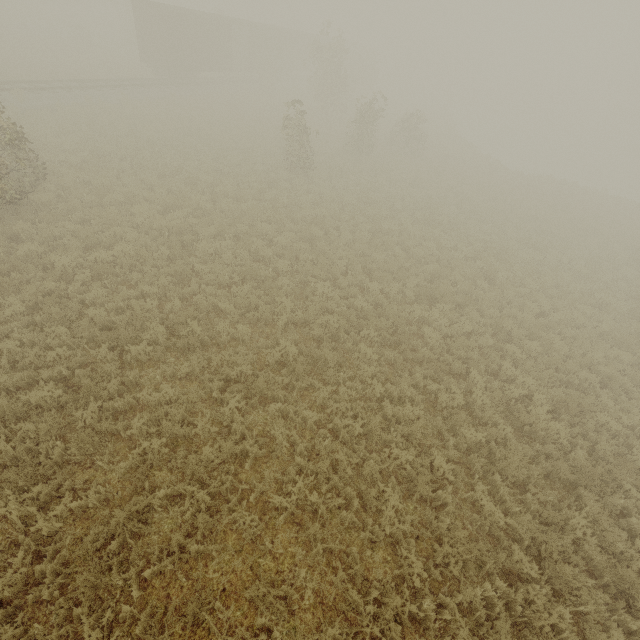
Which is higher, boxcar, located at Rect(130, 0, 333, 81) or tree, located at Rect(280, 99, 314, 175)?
boxcar, located at Rect(130, 0, 333, 81)

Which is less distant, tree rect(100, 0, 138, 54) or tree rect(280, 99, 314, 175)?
tree rect(280, 99, 314, 175)

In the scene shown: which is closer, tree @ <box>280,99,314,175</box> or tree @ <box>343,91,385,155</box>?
tree @ <box>280,99,314,175</box>

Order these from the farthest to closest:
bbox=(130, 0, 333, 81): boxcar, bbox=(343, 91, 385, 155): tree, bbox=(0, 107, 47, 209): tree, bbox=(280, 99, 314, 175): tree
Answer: bbox=(130, 0, 333, 81): boxcar < bbox=(343, 91, 385, 155): tree < bbox=(280, 99, 314, 175): tree < bbox=(0, 107, 47, 209): tree

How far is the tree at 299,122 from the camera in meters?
16.4

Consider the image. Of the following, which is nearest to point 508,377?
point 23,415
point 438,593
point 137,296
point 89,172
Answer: point 438,593

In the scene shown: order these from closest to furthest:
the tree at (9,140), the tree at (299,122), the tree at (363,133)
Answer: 1. the tree at (9,140)
2. the tree at (299,122)
3. the tree at (363,133)
